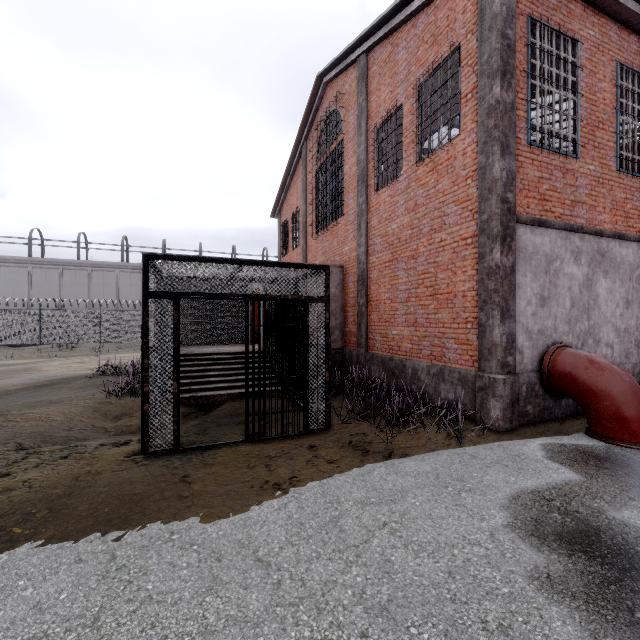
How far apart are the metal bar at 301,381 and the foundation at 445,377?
3.36m

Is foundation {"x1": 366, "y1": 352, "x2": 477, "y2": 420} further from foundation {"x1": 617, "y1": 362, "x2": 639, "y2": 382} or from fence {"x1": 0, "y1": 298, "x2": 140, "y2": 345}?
fence {"x1": 0, "y1": 298, "x2": 140, "y2": 345}

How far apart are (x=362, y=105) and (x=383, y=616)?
12.5 meters

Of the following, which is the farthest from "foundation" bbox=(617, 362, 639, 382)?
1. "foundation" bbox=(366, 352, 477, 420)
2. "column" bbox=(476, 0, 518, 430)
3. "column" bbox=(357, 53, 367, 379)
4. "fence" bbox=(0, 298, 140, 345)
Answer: "fence" bbox=(0, 298, 140, 345)

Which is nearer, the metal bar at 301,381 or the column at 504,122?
the metal bar at 301,381

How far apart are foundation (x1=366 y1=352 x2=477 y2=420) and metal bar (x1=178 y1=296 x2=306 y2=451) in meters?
3.4

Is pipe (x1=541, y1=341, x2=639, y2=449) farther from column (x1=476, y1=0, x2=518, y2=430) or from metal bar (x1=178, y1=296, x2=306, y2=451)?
metal bar (x1=178, y1=296, x2=306, y2=451)

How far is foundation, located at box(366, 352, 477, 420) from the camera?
6.6 meters
